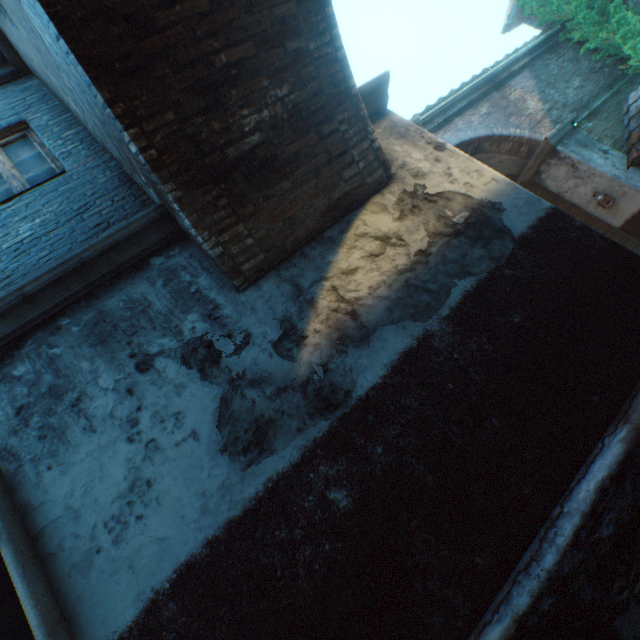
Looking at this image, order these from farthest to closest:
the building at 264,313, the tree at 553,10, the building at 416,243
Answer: the tree at 553,10 → the building at 416,243 → the building at 264,313

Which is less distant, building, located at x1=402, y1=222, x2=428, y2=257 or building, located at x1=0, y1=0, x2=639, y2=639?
building, located at x1=0, y1=0, x2=639, y2=639

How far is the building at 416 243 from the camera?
3.1m

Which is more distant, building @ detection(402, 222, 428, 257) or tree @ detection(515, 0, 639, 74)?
tree @ detection(515, 0, 639, 74)

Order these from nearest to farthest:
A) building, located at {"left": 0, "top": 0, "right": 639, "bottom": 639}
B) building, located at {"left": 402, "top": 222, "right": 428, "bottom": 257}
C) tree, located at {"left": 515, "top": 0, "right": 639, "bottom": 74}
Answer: building, located at {"left": 0, "top": 0, "right": 639, "bottom": 639}
building, located at {"left": 402, "top": 222, "right": 428, "bottom": 257}
tree, located at {"left": 515, "top": 0, "right": 639, "bottom": 74}

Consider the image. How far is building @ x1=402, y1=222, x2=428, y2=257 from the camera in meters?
3.1

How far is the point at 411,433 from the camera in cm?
237

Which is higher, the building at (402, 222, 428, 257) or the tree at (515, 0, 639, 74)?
the tree at (515, 0, 639, 74)
